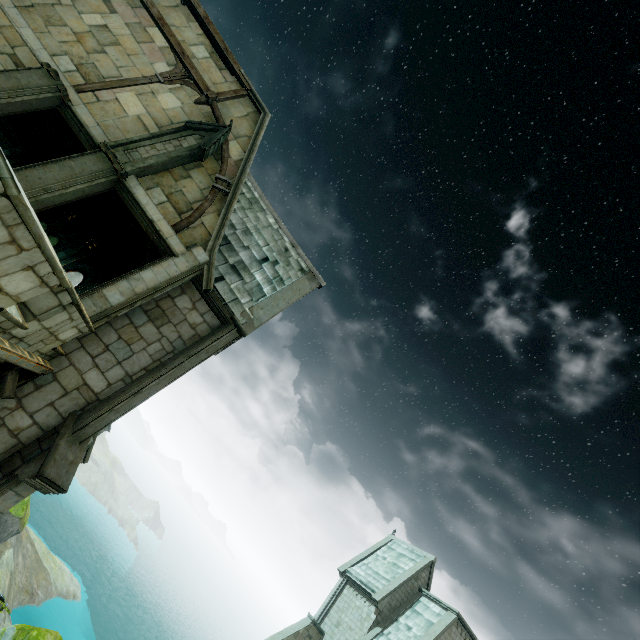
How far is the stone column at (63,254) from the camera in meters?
18.6 m

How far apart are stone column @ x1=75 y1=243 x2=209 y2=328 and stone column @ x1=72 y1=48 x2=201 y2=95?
5.31m

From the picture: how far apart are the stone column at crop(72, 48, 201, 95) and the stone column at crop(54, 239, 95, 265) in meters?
12.3

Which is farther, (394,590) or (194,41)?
(394,590)

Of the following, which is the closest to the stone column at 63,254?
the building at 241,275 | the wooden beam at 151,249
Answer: the wooden beam at 151,249

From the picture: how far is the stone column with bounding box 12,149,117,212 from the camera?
7.90m

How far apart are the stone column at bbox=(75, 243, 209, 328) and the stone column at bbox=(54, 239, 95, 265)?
13.24m

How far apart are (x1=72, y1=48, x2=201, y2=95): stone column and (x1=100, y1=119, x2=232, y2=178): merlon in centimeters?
155cm
